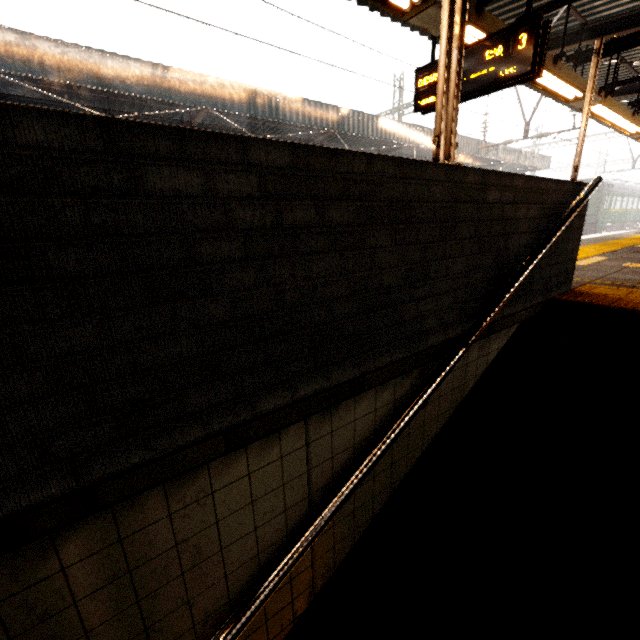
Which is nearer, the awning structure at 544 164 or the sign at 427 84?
the sign at 427 84

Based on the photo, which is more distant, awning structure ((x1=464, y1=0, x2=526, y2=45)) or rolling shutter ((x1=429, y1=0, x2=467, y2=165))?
awning structure ((x1=464, y1=0, x2=526, y2=45))

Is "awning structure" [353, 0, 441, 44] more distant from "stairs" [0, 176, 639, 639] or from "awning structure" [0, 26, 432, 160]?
"awning structure" [0, 26, 432, 160]

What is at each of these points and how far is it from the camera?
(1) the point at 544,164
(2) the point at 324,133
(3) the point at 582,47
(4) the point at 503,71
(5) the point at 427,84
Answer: (1) awning structure, 22.8m
(2) awning structure, 12.6m
(3) awning structure, 7.4m
(4) sign, 3.5m
(5) sign, 4.2m

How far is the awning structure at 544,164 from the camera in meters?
16.9 m

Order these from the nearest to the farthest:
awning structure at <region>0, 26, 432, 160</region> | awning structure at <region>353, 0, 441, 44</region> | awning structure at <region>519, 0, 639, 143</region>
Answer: awning structure at <region>353, 0, 441, 44</region> < awning structure at <region>519, 0, 639, 143</region> < awning structure at <region>0, 26, 432, 160</region>

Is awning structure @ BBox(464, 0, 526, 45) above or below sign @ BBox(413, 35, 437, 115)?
above

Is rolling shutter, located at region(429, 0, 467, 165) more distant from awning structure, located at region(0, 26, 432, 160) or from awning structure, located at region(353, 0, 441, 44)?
awning structure, located at region(0, 26, 432, 160)
